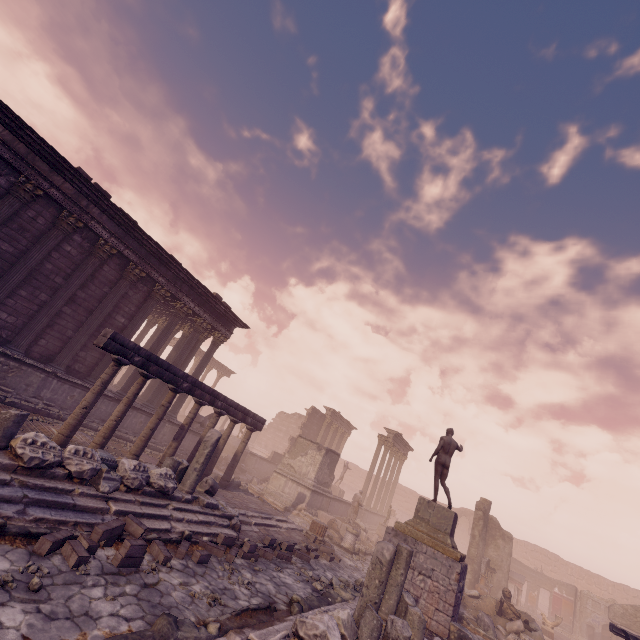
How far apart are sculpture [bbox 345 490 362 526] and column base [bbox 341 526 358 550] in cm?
215

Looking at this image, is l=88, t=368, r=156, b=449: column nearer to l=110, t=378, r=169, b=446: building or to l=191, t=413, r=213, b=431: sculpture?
l=110, t=378, r=169, b=446: building

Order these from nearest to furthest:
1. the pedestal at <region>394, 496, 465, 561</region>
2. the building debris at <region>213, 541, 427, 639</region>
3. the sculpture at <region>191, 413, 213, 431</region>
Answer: the building debris at <region>213, 541, 427, 639</region> < the pedestal at <region>394, 496, 465, 561</region> < the sculpture at <region>191, 413, 213, 431</region>

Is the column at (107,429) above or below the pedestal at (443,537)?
below

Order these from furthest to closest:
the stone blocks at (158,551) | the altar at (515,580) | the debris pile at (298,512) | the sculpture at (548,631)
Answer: the altar at (515,580) → the sculpture at (548,631) → the debris pile at (298,512) → the stone blocks at (158,551)

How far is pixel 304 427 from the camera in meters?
28.8 m

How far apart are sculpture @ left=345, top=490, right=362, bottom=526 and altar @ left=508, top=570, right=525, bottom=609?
11.3 meters

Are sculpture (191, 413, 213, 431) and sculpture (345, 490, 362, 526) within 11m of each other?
yes
